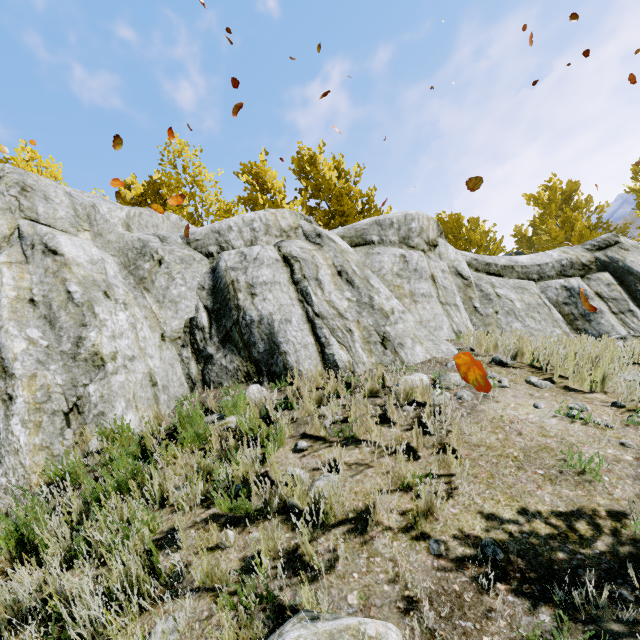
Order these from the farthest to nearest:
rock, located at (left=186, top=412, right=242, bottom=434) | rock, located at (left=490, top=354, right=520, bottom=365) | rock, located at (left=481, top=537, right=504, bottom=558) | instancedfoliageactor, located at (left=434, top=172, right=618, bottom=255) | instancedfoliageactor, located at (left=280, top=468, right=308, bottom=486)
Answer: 1. instancedfoliageactor, located at (left=434, top=172, right=618, bottom=255)
2. rock, located at (left=490, top=354, right=520, bottom=365)
3. rock, located at (left=186, top=412, right=242, bottom=434)
4. instancedfoliageactor, located at (left=280, top=468, right=308, bottom=486)
5. rock, located at (left=481, top=537, right=504, bottom=558)

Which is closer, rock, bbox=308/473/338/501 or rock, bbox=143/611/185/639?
rock, bbox=143/611/185/639

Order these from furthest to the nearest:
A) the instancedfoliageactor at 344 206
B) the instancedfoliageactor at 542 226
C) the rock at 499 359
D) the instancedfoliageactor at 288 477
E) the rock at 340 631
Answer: the instancedfoliageactor at 542 226
the instancedfoliageactor at 344 206
the rock at 499 359
the instancedfoliageactor at 288 477
the rock at 340 631

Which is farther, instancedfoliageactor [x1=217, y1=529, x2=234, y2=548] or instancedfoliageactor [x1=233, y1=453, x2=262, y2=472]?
instancedfoliageactor [x1=233, y1=453, x2=262, y2=472]

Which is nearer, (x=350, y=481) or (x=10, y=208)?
(x=350, y=481)

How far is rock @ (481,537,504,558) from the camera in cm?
219

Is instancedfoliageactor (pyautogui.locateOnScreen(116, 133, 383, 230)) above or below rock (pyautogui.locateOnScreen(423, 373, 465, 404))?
above

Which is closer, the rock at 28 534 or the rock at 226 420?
the rock at 28 534
